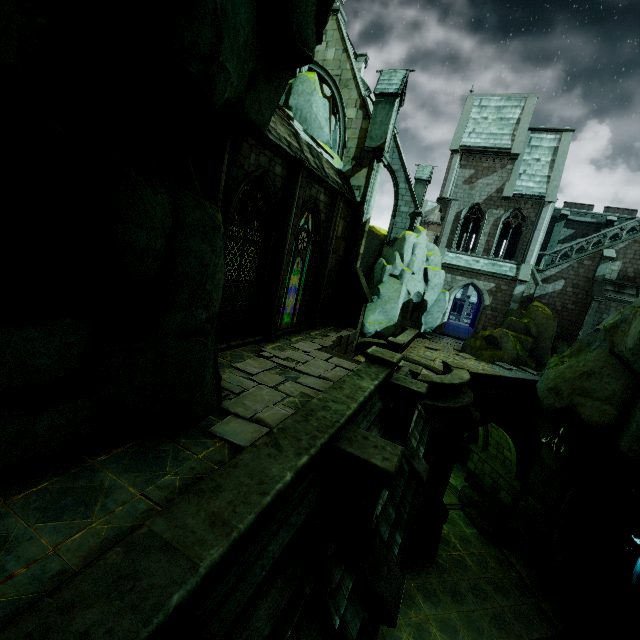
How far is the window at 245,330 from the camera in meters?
8.6 m

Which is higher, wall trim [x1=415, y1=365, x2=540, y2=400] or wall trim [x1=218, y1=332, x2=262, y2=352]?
wall trim [x1=218, y1=332, x2=262, y2=352]

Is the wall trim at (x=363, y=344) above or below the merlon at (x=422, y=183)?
below

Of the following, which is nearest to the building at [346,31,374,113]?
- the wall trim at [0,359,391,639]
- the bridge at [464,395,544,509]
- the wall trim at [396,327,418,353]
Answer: the wall trim at [396,327,418,353]

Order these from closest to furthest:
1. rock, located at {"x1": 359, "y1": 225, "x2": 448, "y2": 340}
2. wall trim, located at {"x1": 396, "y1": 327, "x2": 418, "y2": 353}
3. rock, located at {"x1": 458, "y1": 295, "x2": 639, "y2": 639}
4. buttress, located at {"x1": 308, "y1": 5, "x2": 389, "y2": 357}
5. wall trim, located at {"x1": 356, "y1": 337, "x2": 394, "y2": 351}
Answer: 1. rock, located at {"x1": 458, "y1": 295, "x2": 639, "y2": 639}
2. buttress, located at {"x1": 308, "y1": 5, "x2": 389, "y2": 357}
3. wall trim, located at {"x1": 356, "y1": 337, "x2": 394, "y2": 351}
4. wall trim, located at {"x1": 396, "y1": 327, "x2": 418, "y2": 353}
5. rock, located at {"x1": 359, "y1": 225, "x2": 448, "y2": 340}

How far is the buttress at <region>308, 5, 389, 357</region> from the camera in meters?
14.5 m

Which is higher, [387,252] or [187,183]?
[387,252]

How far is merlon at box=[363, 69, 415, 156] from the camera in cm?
1370
